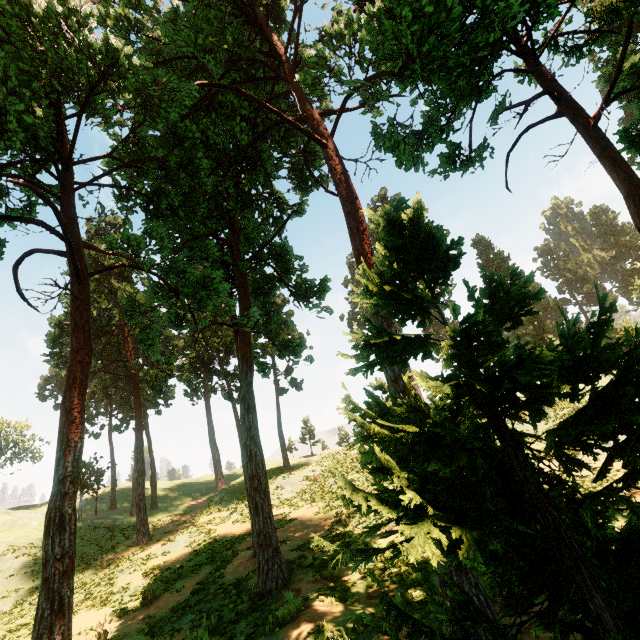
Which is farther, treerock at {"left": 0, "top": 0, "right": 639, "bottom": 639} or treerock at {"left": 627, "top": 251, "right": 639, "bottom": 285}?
treerock at {"left": 627, "top": 251, "right": 639, "bottom": 285}

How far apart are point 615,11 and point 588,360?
13.7m

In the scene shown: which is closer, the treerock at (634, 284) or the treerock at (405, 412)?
the treerock at (405, 412)
